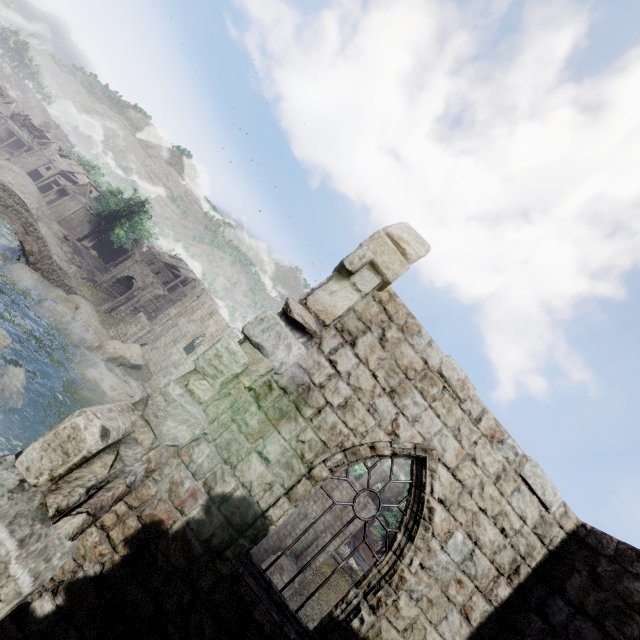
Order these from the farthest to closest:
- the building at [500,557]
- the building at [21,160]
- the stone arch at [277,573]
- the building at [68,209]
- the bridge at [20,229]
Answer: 1. the building at [21,160]
2. the building at [68,209]
3. the bridge at [20,229]
4. the stone arch at [277,573]
5. the building at [500,557]

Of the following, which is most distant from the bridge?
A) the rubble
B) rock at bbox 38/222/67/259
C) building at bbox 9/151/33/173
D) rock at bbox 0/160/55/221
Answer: rock at bbox 0/160/55/221

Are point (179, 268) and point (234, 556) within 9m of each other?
no

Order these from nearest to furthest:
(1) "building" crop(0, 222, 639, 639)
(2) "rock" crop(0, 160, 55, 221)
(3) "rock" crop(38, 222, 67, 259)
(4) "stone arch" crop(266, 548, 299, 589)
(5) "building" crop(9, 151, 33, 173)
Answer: (1) "building" crop(0, 222, 639, 639) < (4) "stone arch" crop(266, 548, 299, 589) < (3) "rock" crop(38, 222, 67, 259) < (2) "rock" crop(0, 160, 55, 221) < (5) "building" crop(9, 151, 33, 173)

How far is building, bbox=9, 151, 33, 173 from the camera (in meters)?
59.19

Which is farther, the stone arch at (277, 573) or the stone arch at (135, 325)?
the stone arch at (135, 325)

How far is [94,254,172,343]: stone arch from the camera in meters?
35.2

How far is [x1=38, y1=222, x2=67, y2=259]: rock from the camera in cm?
3922
